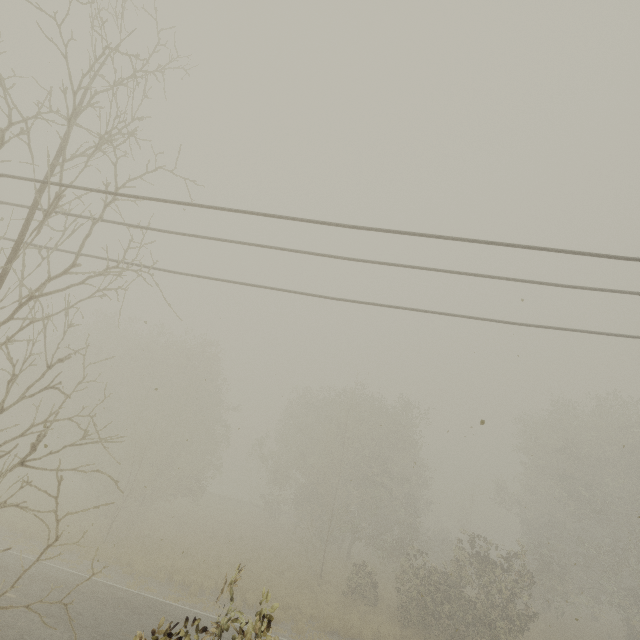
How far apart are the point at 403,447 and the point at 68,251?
31.2m
